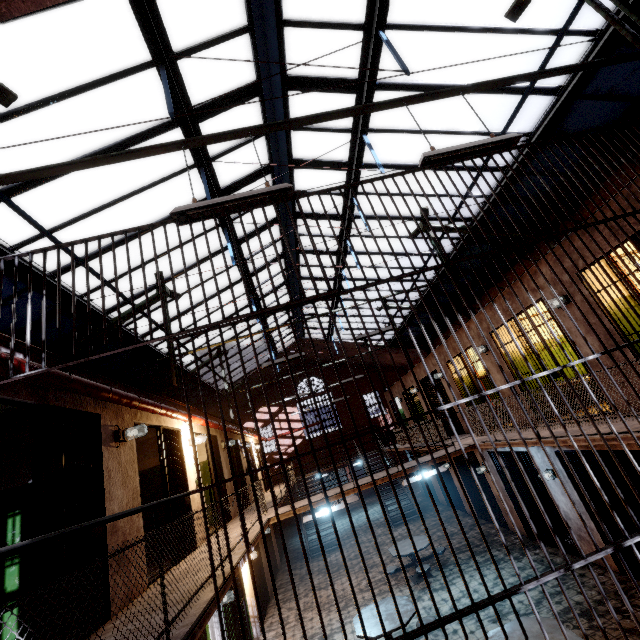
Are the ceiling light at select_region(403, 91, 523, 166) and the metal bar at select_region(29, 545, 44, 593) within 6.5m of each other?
yes

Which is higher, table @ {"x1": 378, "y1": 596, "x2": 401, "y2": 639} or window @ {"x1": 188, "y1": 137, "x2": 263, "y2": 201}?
window @ {"x1": 188, "y1": 137, "x2": 263, "y2": 201}

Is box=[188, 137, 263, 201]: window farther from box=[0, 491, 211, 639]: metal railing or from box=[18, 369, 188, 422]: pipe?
box=[0, 491, 211, 639]: metal railing

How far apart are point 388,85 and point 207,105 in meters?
3.7 m

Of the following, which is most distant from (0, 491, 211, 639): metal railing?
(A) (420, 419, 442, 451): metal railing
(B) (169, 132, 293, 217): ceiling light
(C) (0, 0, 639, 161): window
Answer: (C) (0, 0, 639, 161): window

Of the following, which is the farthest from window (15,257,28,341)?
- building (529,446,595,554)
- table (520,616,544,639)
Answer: table (520,616,544,639)

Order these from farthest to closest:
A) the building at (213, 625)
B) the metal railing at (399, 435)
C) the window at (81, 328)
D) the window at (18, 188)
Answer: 1. the metal railing at (399, 435)
2. the window at (81, 328)
3. the building at (213, 625)
4. the window at (18, 188)

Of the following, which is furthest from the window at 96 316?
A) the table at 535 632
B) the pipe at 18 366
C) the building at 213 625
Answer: the table at 535 632
